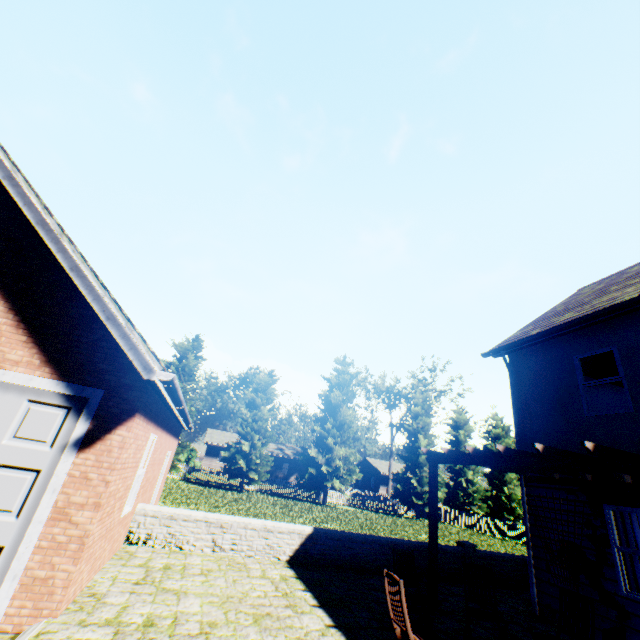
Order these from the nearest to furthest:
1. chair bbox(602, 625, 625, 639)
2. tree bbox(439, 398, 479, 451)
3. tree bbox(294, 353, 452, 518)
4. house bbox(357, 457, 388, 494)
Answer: chair bbox(602, 625, 625, 639), tree bbox(294, 353, 452, 518), tree bbox(439, 398, 479, 451), house bbox(357, 457, 388, 494)

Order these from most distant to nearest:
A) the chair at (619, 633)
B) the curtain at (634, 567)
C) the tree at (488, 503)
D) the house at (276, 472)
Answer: the house at (276, 472) < the tree at (488, 503) < the curtain at (634, 567) < the chair at (619, 633)

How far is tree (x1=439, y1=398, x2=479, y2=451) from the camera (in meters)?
36.03

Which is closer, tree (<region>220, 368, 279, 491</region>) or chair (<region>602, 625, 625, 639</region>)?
chair (<region>602, 625, 625, 639</region>)

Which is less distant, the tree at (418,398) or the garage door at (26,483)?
the garage door at (26,483)

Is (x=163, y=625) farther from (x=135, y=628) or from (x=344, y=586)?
(x=344, y=586)

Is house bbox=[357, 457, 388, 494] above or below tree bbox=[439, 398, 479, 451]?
below
